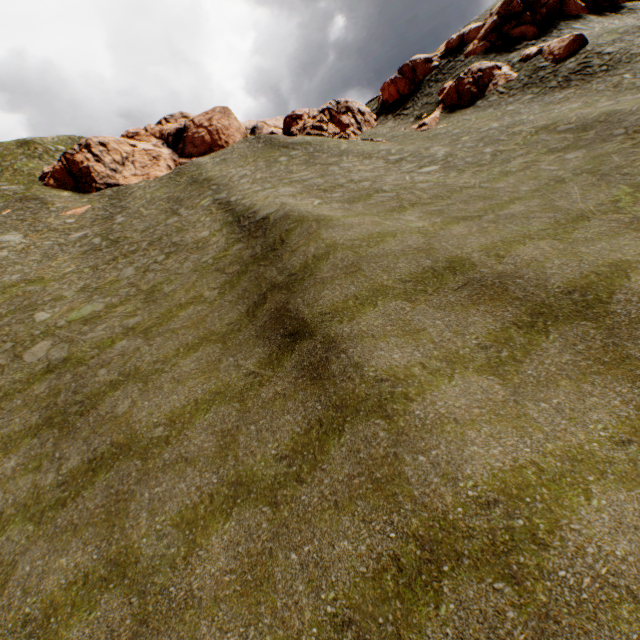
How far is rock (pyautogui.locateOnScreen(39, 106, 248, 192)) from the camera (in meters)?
36.81

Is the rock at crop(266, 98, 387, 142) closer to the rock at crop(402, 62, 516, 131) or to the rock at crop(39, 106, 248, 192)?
the rock at crop(402, 62, 516, 131)

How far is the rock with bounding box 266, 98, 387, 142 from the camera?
35.2m

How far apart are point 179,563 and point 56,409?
8.7m

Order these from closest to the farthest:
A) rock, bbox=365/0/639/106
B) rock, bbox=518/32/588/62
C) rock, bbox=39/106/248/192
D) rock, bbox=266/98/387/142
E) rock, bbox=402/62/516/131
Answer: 1. rock, bbox=518/32/588/62
2. rock, bbox=402/62/516/131
3. rock, bbox=365/0/639/106
4. rock, bbox=266/98/387/142
5. rock, bbox=39/106/248/192

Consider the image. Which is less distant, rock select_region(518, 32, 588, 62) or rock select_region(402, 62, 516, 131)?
rock select_region(518, 32, 588, 62)

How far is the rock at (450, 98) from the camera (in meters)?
31.66

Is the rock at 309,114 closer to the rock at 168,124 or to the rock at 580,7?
the rock at 580,7
